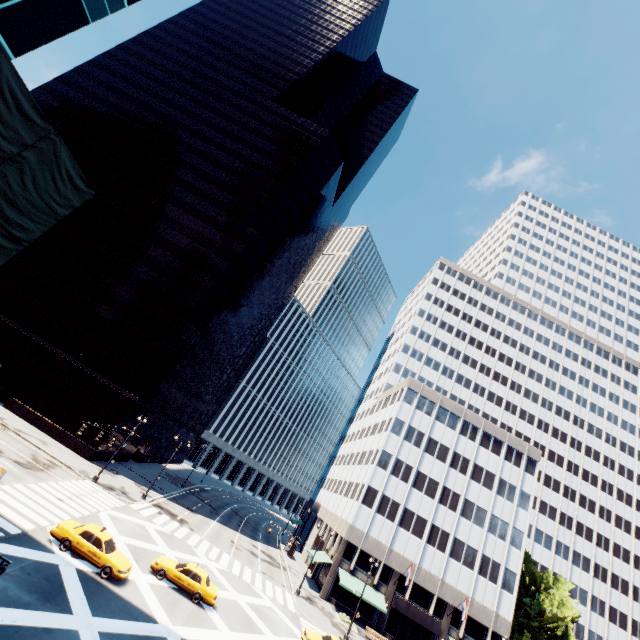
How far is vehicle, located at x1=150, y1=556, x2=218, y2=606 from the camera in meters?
22.1

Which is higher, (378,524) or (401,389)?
(401,389)

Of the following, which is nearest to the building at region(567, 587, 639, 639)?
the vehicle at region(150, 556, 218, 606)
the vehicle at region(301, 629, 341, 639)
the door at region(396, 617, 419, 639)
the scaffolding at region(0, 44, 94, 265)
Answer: the door at region(396, 617, 419, 639)

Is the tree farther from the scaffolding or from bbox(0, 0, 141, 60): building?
bbox(0, 0, 141, 60): building

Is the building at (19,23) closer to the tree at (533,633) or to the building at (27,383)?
the tree at (533,633)

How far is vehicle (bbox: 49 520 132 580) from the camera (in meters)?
18.83

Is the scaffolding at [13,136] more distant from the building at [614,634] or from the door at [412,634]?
the door at [412,634]

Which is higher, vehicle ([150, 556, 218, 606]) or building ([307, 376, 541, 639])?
building ([307, 376, 541, 639])
